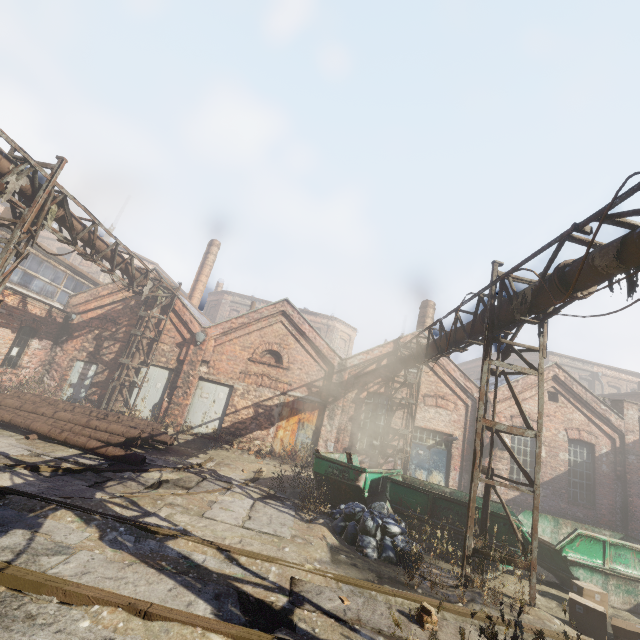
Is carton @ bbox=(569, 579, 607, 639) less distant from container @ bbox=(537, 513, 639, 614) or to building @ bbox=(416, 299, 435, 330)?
container @ bbox=(537, 513, 639, 614)

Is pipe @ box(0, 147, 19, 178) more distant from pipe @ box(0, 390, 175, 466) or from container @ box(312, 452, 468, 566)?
pipe @ box(0, 390, 175, 466)

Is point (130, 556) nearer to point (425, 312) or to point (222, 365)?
point (222, 365)

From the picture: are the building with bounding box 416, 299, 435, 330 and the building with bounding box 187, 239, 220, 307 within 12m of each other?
no

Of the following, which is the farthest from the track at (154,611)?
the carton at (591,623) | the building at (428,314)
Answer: the building at (428,314)

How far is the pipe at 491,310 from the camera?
6.0 meters

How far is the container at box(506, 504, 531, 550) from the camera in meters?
7.1

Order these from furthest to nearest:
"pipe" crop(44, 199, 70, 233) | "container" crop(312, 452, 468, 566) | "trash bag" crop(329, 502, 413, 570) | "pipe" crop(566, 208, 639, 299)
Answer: "pipe" crop(44, 199, 70, 233), "container" crop(312, 452, 468, 566), "trash bag" crop(329, 502, 413, 570), "pipe" crop(566, 208, 639, 299)
